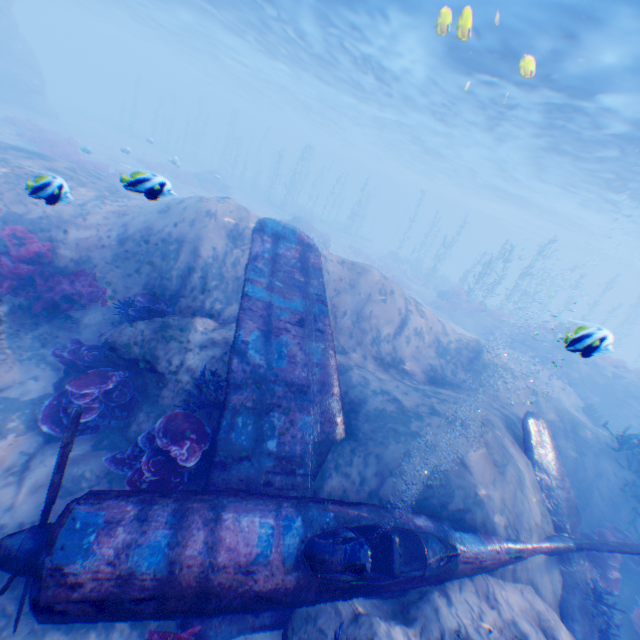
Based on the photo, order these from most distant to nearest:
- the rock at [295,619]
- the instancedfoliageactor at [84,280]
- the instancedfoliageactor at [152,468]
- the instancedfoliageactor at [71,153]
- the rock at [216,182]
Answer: the rock at [216,182], the instancedfoliageactor at [71,153], the instancedfoliageactor at [84,280], the instancedfoliageactor at [152,468], the rock at [295,619]

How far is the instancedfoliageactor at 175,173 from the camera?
28.62m

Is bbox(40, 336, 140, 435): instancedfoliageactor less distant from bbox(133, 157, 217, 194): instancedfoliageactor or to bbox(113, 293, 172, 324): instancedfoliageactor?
bbox(113, 293, 172, 324): instancedfoliageactor

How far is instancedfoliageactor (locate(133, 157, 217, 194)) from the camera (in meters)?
28.62

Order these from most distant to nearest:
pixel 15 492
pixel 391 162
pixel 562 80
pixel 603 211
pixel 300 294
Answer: pixel 391 162
pixel 603 211
pixel 562 80
pixel 300 294
pixel 15 492

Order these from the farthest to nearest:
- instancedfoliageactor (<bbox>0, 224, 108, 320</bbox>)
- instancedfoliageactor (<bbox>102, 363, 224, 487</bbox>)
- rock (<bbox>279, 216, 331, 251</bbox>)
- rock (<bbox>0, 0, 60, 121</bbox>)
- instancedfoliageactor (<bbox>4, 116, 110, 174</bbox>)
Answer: rock (<bbox>0, 0, 60, 121</bbox>) → rock (<bbox>279, 216, 331, 251</bbox>) → instancedfoliageactor (<bbox>4, 116, 110, 174</bbox>) → instancedfoliageactor (<bbox>0, 224, 108, 320</bbox>) → instancedfoliageactor (<bbox>102, 363, 224, 487</bbox>)

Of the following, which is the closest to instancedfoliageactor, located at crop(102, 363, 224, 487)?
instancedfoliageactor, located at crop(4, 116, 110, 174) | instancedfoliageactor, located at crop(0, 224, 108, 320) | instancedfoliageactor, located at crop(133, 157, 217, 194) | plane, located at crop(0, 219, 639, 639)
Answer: plane, located at crop(0, 219, 639, 639)

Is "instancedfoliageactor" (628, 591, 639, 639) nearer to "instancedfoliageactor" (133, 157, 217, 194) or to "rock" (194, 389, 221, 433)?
"rock" (194, 389, 221, 433)
